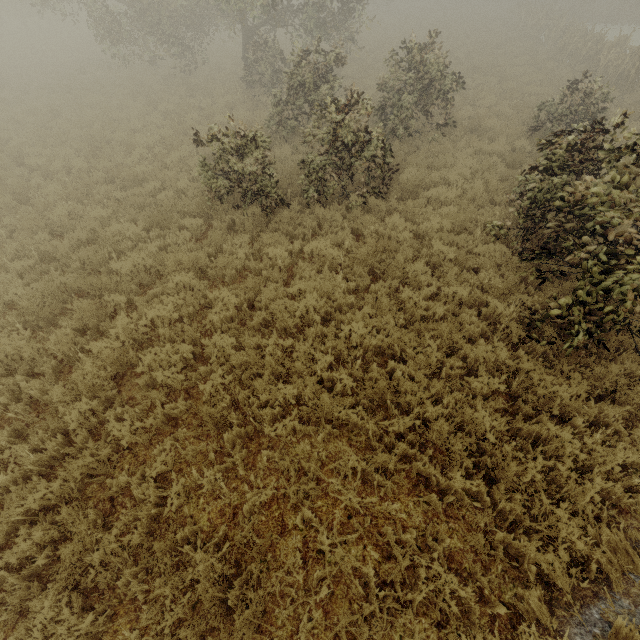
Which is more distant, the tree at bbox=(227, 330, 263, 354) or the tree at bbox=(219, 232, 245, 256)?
the tree at bbox=(219, 232, 245, 256)

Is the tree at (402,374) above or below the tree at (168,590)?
below

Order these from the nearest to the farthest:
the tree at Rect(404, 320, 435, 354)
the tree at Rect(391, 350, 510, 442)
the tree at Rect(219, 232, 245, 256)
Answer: the tree at Rect(391, 350, 510, 442), the tree at Rect(404, 320, 435, 354), the tree at Rect(219, 232, 245, 256)

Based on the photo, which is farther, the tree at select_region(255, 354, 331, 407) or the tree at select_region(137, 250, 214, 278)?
the tree at select_region(137, 250, 214, 278)

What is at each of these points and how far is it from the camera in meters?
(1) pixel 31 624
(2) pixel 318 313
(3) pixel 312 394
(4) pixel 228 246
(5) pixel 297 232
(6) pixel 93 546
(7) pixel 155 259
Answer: (1) tree, 3.3
(2) tree, 6.4
(3) tree, 4.9
(4) tree, 7.8
(5) tree, 8.3
(6) tree, 3.6
(7) tree, 7.3

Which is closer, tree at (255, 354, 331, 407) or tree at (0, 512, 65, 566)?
tree at (0, 512, 65, 566)

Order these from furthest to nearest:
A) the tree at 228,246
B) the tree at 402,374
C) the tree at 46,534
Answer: the tree at 228,246, the tree at 402,374, the tree at 46,534
